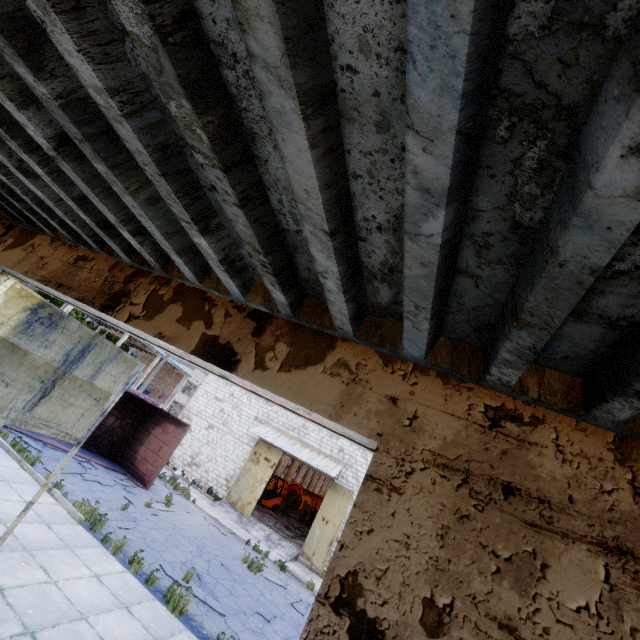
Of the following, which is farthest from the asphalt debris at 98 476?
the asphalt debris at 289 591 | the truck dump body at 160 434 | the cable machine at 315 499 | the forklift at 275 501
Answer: the cable machine at 315 499

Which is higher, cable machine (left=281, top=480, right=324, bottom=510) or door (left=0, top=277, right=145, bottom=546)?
door (left=0, top=277, right=145, bottom=546)

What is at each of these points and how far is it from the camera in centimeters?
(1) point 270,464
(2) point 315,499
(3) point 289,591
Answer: (1) door, 1923cm
(2) cable machine, 3744cm
(3) asphalt debris, 1180cm

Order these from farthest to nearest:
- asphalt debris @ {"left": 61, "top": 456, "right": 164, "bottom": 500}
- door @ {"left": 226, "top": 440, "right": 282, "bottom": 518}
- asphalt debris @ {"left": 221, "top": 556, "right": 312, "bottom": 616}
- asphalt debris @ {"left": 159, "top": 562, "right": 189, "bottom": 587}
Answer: door @ {"left": 226, "top": 440, "right": 282, "bottom": 518}, asphalt debris @ {"left": 61, "top": 456, "right": 164, "bottom": 500}, asphalt debris @ {"left": 221, "top": 556, "right": 312, "bottom": 616}, asphalt debris @ {"left": 159, "top": 562, "right": 189, "bottom": 587}

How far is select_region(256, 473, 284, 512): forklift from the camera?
24.8 meters

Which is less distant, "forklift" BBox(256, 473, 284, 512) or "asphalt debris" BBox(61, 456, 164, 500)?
"asphalt debris" BBox(61, 456, 164, 500)

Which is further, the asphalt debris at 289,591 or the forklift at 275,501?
the forklift at 275,501

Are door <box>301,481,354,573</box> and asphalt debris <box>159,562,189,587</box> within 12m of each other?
yes
